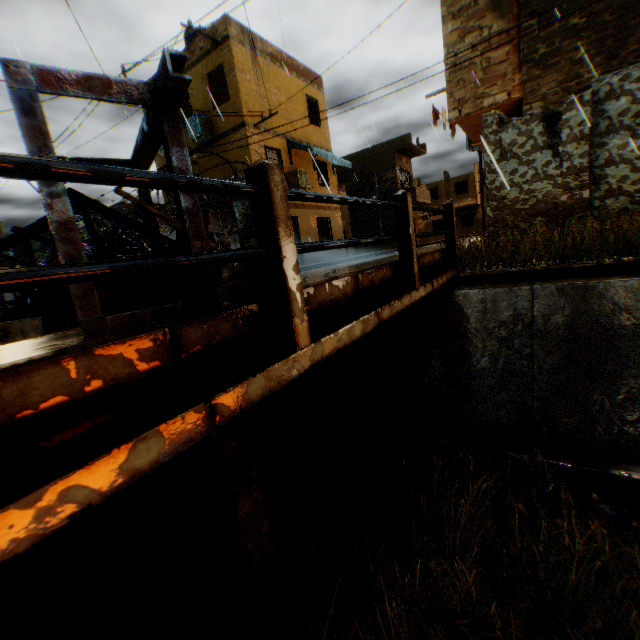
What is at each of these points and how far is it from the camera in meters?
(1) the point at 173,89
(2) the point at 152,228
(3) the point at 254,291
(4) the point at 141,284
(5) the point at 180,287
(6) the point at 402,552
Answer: (1) steel platform, 2.0
(2) steel platform, 3.6
(3) concrete block, 2.9
(4) trash bag, 4.8
(5) shutter, 4.8
(6) concrete channel, 3.6

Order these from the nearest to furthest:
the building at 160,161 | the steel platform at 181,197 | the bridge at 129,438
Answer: the bridge at 129,438 < the steel platform at 181,197 < the building at 160,161

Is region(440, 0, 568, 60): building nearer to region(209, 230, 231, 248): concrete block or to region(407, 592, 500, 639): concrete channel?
region(407, 592, 500, 639): concrete channel

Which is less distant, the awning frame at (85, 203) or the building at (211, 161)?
the awning frame at (85, 203)

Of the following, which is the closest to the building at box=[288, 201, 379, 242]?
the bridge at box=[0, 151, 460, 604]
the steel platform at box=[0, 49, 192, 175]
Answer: the bridge at box=[0, 151, 460, 604]

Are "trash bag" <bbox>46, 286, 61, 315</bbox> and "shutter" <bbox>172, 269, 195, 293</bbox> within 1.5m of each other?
no

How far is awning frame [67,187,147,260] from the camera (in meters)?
3.26

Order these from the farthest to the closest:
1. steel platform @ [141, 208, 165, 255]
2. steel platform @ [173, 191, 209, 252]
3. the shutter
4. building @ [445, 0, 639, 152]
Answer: building @ [445, 0, 639, 152] → the shutter → steel platform @ [141, 208, 165, 255] → steel platform @ [173, 191, 209, 252]
